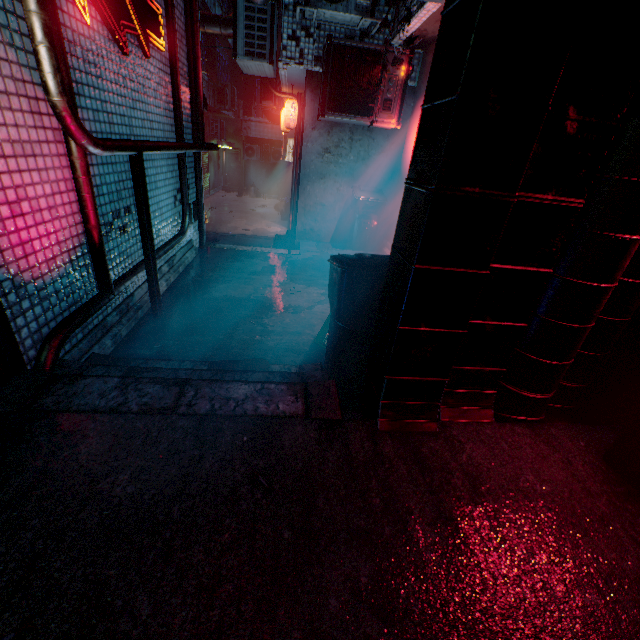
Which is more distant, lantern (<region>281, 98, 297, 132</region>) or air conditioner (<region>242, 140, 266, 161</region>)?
air conditioner (<region>242, 140, 266, 161</region>)

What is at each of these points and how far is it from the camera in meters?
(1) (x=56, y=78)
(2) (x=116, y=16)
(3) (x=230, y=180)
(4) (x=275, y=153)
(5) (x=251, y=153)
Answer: (1) pipe, 1.5 m
(2) sign, 2.3 m
(3) door, 19.7 m
(4) air conditioner, 17.0 m
(5) air conditioner, 16.9 m

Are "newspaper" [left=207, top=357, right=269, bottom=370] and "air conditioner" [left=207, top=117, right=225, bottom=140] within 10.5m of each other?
no

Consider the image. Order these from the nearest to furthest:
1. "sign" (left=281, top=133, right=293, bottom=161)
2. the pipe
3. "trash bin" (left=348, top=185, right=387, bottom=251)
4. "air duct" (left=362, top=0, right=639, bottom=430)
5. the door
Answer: "air duct" (left=362, top=0, right=639, bottom=430)
the pipe
"trash bin" (left=348, top=185, right=387, bottom=251)
"sign" (left=281, top=133, right=293, bottom=161)
the door

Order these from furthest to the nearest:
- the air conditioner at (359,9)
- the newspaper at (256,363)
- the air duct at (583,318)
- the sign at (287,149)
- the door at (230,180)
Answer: the door at (230,180) → the sign at (287,149) → the air conditioner at (359,9) → the newspaper at (256,363) → the air duct at (583,318)

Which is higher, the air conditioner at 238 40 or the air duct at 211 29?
the air duct at 211 29

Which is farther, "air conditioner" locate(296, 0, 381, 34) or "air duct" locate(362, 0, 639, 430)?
"air conditioner" locate(296, 0, 381, 34)

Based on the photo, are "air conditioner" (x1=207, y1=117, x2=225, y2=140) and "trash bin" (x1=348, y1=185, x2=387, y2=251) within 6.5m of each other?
no
